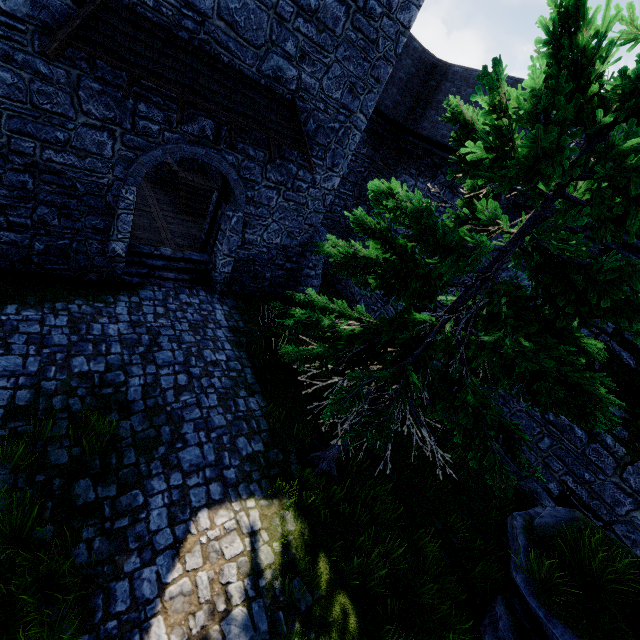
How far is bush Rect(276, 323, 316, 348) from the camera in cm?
937

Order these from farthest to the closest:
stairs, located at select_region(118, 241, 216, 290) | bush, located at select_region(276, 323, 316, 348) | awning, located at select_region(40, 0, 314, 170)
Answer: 1. stairs, located at select_region(118, 241, 216, 290)
2. bush, located at select_region(276, 323, 316, 348)
3. awning, located at select_region(40, 0, 314, 170)

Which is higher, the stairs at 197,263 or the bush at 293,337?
the bush at 293,337

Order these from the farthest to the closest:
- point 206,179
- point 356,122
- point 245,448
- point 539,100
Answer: point 206,179
point 356,122
point 245,448
point 539,100

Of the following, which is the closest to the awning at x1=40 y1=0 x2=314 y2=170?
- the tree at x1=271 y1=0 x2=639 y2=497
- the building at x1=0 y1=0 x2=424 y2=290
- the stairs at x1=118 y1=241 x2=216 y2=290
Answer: the building at x1=0 y1=0 x2=424 y2=290

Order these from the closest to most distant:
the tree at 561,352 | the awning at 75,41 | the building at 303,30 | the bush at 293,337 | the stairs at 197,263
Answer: the tree at 561,352, the awning at 75,41, the building at 303,30, the bush at 293,337, the stairs at 197,263

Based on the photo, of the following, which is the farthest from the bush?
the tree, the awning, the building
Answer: the awning

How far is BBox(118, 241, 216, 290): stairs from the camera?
10.1m
